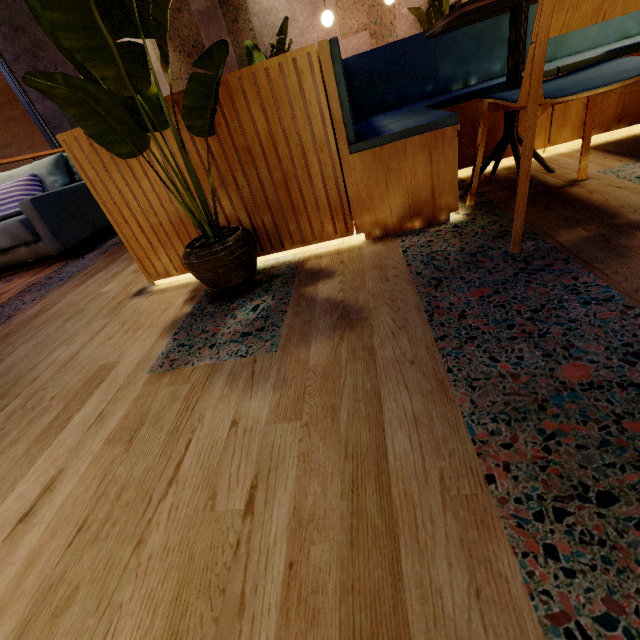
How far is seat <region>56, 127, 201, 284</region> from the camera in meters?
1.5

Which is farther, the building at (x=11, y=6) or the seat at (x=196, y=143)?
the building at (x=11, y=6)

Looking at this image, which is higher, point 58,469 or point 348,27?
point 348,27

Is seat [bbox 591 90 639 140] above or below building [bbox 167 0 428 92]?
below

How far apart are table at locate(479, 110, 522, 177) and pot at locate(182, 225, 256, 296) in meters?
1.2 m

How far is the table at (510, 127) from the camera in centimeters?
156cm

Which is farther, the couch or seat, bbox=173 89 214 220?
the couch
